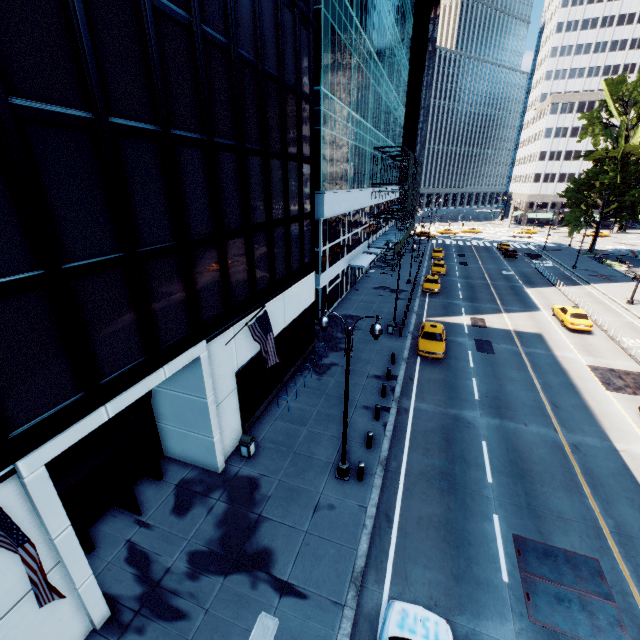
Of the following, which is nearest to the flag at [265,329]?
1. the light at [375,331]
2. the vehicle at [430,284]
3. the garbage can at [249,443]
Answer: the light at [375,331]

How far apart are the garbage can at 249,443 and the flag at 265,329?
3.8 meters

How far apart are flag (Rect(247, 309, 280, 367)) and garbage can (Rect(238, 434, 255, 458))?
3.8 meters

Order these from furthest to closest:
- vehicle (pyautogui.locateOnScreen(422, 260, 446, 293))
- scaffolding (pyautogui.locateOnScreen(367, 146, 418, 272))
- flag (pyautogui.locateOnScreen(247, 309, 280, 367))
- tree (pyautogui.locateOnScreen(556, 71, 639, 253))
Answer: tree (pyautogui.locateOnScreen(556, 71, 639, 253))
scaffolding (pyautogui.locateOnScreen(367, 146, 418, 272))
vehicle (pyautogui.locateOnScreen(422, 260, 446, 293))
flag (pyautogui.locateOnScreen(247, 309, 280, 367))

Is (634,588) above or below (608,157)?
below

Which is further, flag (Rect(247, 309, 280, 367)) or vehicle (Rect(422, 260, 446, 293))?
vehicle (Rect(422, 260, 446, 293))

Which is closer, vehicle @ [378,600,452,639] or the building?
the building

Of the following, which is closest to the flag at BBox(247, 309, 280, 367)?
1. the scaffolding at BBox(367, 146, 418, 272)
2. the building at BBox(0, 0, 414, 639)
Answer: the building at BBox(0, 0, 414, 639)
